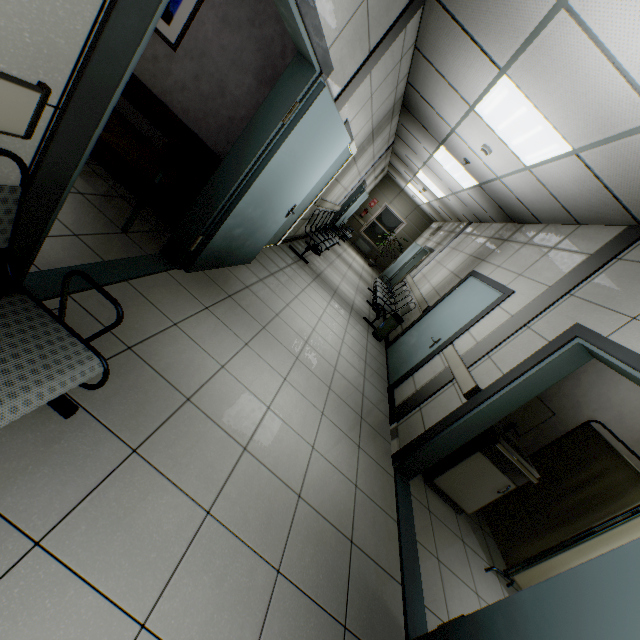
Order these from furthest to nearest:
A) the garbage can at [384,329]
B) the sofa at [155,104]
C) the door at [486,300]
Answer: the garbage can at [384,329], the door at [486,300], the sofa at [155,104]

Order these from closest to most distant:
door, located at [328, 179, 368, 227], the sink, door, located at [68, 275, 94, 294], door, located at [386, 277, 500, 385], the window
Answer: door, located at [68, 275, 94, 294] < the sink < door, located at [386, 277, 500, 385] < door, located at [328, 179, 368, 227] < the window

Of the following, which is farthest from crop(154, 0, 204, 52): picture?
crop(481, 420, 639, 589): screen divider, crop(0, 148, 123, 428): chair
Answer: crop(481, 420, 639, 589): screen divider

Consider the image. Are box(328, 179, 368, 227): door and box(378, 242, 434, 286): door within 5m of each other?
yes

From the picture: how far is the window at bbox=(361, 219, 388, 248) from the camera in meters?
15.0 m

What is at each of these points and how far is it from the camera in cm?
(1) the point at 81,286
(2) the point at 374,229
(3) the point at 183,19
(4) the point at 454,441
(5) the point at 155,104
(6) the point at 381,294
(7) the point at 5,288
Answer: (1) door, 211
(2) window, 1504
(3) picture, 313
(4) door, 312
(5) sofa, 322
(6) chair, 795
(7) door, 153

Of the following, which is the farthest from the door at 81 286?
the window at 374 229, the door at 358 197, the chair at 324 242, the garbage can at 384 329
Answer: the window at 374 229

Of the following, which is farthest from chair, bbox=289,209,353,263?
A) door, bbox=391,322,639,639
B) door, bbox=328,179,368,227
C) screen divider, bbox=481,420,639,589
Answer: screen divider, bbox=481,420,639,589
